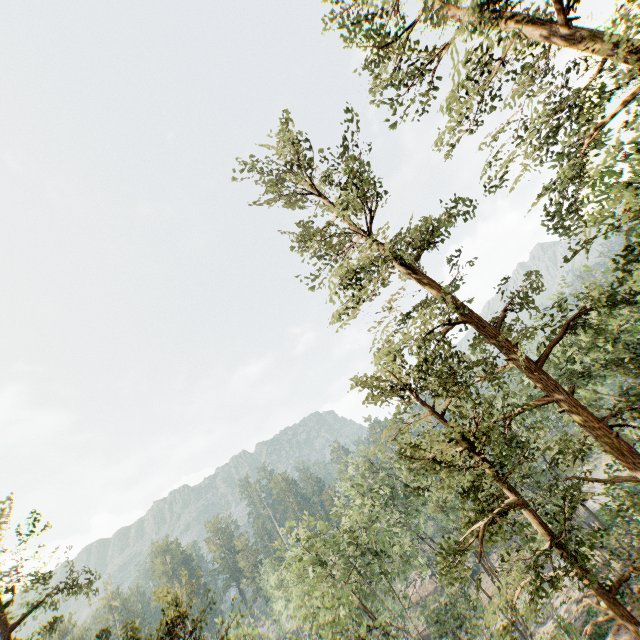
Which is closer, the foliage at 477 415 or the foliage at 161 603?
the foliage at 477 415

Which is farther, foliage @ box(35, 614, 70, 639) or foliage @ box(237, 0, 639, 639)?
foliage @ box(35, 614, 70, 639)

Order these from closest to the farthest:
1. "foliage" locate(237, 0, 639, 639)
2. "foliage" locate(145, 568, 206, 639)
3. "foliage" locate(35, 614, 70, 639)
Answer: "foliage" locate(237, 0, 639, 639) → "foliage" locate(145, 568, 206, 639) → "foliage" locate(35, 614, 70, 639)

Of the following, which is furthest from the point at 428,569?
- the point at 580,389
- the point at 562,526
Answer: the point at 562,526
